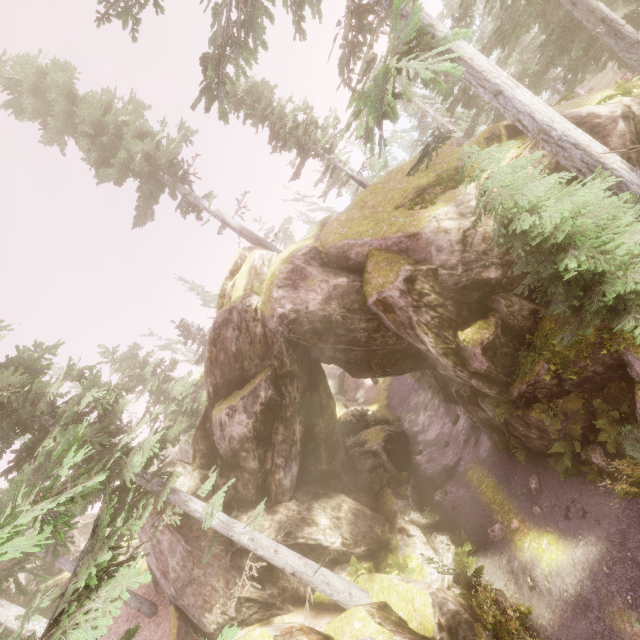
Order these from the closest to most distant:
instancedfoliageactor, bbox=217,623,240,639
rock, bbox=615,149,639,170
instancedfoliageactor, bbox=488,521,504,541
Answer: instancedfoliageactor, bbox=217,623,240,639 < rock, bbox=615,149,639,170 < instancedfoliageactor, bbox=488,521,504,541

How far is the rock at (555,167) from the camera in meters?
10.8 m

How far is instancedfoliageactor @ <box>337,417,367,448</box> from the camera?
22.8m

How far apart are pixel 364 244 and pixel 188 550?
15.4m

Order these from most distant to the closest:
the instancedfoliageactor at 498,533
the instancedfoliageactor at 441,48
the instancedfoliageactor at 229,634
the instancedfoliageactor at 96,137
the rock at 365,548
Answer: the instancedfoliageactor at 96,137 → the instancedfoliageactor at 498,533 → the rock at 365,548 → the instancedfoliageactor at 441,48 → the instancedfoliageactor at 229,634

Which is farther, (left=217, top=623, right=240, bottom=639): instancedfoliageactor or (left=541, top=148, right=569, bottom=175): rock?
(left=541, top=148, right=569, bottom=175): rock
